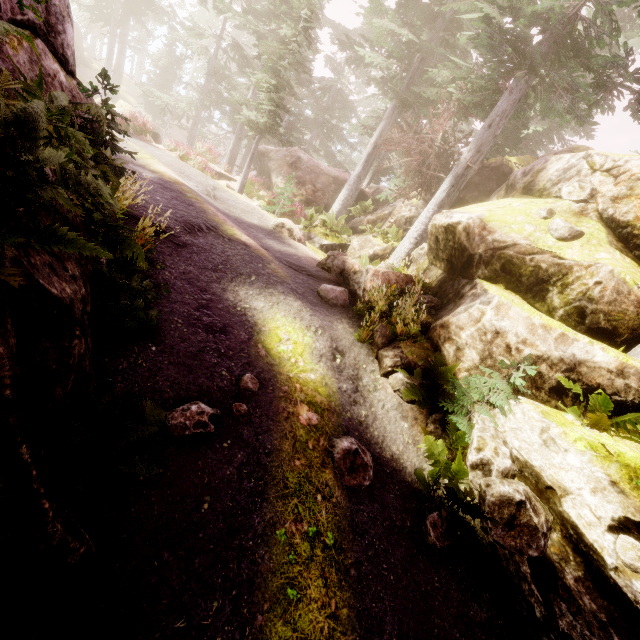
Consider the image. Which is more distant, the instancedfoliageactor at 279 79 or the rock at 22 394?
the instancedfoliageactor at 279 79

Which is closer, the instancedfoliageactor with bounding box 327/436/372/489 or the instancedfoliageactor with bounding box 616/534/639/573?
the instancedfoliageactor with bounding box 616/534/639/573

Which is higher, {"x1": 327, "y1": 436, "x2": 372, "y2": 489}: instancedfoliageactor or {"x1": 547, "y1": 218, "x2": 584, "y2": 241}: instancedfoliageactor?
{"x1": 547, "y1": 218, "x2": 584, "y2": 241}: instancedfoliageactor

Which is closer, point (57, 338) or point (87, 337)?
point (57, 338)

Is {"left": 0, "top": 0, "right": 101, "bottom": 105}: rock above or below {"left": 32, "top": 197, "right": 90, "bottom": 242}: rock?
above

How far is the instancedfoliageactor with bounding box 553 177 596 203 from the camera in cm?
805

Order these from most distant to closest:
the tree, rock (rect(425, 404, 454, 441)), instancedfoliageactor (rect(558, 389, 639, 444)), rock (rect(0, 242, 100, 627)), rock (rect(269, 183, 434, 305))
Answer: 1. the tree
2. rock (rect(269, 183, 434, 305))
3. rock (rect(425, 404, 454, 441))
4. instancedfoliageactor (rect(558, 389, 639, 444))
5. rock (rect(0, 242, 100, 627))

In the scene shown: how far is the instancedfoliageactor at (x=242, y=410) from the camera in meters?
4.9
